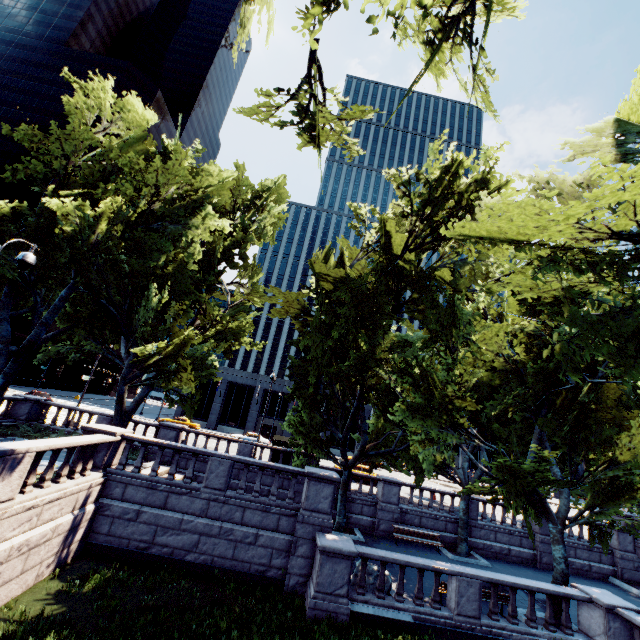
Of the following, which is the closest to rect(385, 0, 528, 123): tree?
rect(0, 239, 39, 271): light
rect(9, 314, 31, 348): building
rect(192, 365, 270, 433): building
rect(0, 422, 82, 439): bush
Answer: rect(0, 422, 82, 439): bush

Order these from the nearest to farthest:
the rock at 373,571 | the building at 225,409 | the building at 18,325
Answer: the rock at 373,571 → the building at 225,409 → the building at 18,325

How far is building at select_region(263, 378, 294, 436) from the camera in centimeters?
5191cm

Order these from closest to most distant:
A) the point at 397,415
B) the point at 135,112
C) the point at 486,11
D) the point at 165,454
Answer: the point at 486,11
the point at 397,415
the point at 165,454
the point at 135,112

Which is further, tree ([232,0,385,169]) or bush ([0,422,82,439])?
bush ([0,422,82,439])

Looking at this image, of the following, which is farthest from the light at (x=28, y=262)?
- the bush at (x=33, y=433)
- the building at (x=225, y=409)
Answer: the building at (x=225, y=409)

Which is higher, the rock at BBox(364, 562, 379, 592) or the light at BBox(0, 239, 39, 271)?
the light at BBox(0, 239, 39, 271)

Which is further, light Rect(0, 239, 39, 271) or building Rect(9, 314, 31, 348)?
building Rect(9, 314, 31, 348)
